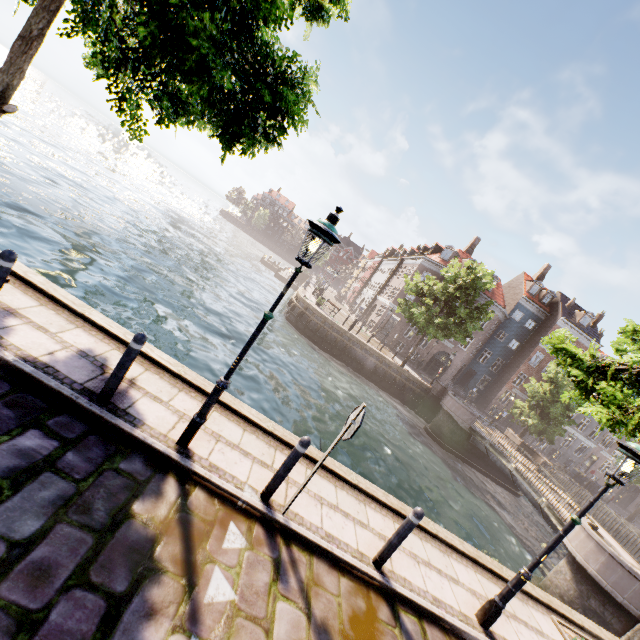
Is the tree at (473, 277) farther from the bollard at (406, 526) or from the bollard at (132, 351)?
the bollard at (406, 526)

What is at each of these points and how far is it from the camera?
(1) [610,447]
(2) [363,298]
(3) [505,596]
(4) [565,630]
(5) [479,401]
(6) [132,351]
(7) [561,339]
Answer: (1) building, 39.0 meters
(2) building, 53.0 meters
(3) street light, 5.0 meters
(4) tree planter, 6.4 meters
(5) building, 39.7 meters
(6) bollard, 4.2 meters
(7) tree, 8.0 meters

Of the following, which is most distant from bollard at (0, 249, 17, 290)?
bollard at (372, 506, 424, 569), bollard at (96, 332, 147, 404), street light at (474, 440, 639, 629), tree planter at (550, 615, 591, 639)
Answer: tree planter at (550, 615, 591, 639)

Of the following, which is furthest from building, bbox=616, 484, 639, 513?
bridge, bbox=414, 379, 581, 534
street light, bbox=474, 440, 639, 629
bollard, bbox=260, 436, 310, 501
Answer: bollard, bbox=260, 436, 310, 501

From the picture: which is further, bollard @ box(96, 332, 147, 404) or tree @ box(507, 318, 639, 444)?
tree @ box(507, 318, 639, 444)

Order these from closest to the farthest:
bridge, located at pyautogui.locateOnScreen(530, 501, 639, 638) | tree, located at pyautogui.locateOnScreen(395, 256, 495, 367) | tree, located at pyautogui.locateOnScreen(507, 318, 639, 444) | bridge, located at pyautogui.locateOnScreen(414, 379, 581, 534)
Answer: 1. tree, located at pyautogui.locateOnScreen(507, 318, 639, 444)
2. bridge, located at pyautogui.locateOnScreen(530, 501, 639, 638)
3. bridge, located at pyautogui.locateOnScreen(414, 379, 581, 534)
4. tree, located at pyautogui.locateOnScreen(395, 256, 495, 367)

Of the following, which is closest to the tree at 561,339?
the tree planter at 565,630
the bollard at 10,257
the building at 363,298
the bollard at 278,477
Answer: the tree planter at 565,630

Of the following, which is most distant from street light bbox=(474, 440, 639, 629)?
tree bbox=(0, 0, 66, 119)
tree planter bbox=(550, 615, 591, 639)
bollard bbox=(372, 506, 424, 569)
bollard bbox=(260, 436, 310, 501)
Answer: bollard bbox=(260, 436, 310, 501)
